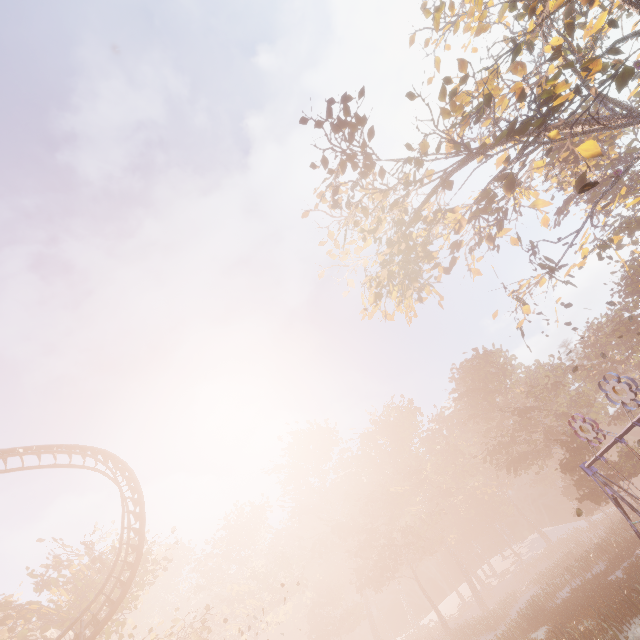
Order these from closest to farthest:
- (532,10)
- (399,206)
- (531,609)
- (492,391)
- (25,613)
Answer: (532,10) → (399,206) → (25,613) → (531,609) → (492,391)

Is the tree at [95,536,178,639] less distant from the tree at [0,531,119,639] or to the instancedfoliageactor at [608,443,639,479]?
the tree at [0,531,119,639]

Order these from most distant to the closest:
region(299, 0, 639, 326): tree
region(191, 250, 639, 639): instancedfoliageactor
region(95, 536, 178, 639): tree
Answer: region(191, 250, 639, 639): instancedfoliageactor
region(95, 536, 178, 639): tree
region(299, 0, 639, 326): tree

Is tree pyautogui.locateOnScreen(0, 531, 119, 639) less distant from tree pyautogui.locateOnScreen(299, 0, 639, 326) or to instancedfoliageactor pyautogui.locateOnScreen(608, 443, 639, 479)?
Result: instancedfoliageactor pyautogui.locateOnScreen(608, 443, 639, 479)

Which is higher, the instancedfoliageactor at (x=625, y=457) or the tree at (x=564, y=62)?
the tree at (x=564, y=62)

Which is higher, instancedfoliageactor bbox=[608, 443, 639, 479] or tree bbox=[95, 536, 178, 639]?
tree bbox=[95, 536, 178, 639]

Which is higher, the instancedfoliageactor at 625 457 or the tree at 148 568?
the tree at 148 568
